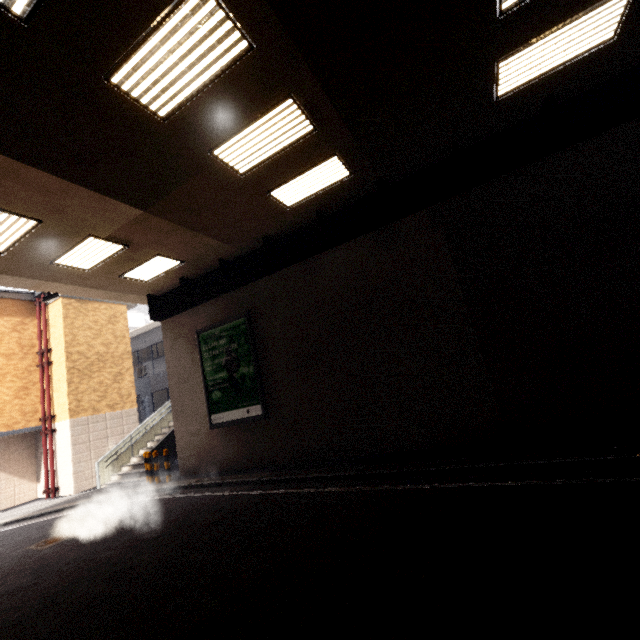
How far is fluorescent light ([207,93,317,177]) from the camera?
5.81m

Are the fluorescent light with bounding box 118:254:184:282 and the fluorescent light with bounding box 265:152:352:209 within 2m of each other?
no

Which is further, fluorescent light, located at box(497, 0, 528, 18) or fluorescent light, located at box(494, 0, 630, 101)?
fluorescent light, located at box(494, 0, 630, 101)

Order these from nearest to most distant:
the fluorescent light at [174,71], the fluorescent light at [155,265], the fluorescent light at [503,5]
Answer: the fluorescent light at [174,71], the fluorescent light at [503,5], the fluorescent light at [155,265]

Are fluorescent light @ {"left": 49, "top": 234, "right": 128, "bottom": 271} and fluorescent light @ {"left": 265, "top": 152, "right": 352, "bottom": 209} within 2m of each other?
no

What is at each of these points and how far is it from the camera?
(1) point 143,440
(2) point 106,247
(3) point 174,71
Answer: (1) stairs, 15.85m
(2) fluorescent light, 8.79m
(3) fluorescent light, 4.72m

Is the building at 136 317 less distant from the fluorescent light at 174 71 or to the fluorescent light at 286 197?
the fluorescent light at 286 197

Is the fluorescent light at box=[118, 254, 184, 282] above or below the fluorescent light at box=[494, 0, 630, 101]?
above
